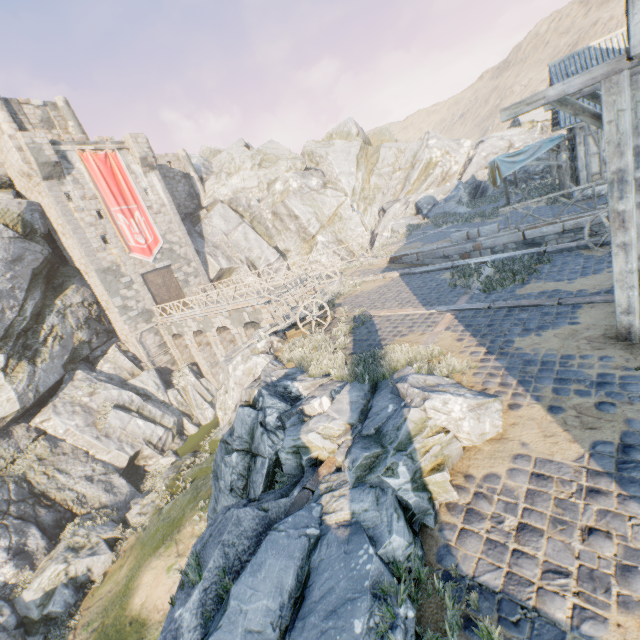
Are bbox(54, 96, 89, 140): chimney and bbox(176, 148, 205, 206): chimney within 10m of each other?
yes

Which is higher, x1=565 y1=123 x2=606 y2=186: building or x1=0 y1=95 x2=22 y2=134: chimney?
x1=0 y1=95 x2=22 y2=134: chimney

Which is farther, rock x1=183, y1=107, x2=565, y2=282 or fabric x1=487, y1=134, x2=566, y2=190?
rock x1=183, y1=107, x2=565, y2=282

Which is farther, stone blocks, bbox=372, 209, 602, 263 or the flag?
the flag

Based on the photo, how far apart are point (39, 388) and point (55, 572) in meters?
10.5 m

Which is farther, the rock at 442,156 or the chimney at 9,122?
the rock at 442,156

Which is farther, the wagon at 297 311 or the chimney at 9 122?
the chimney at 9 122

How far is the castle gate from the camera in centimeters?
2711cm
